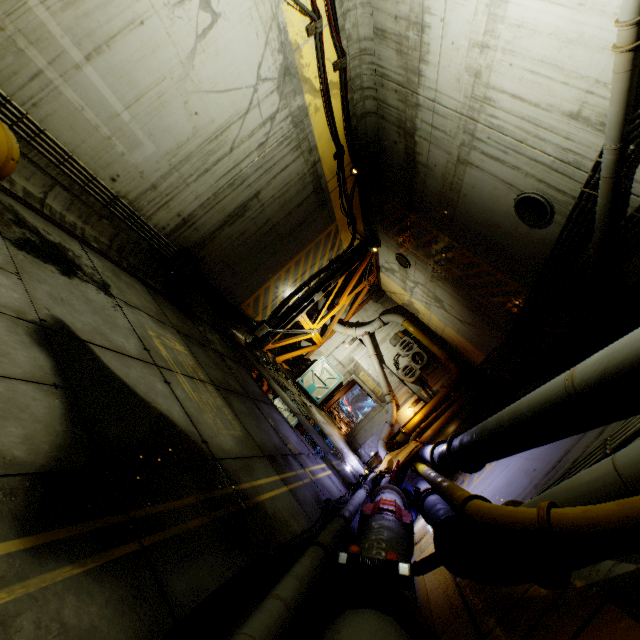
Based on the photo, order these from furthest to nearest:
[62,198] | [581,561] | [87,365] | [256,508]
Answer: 1. [62,198]
2. [256,508]
3. [87,365]
4. [581,561]

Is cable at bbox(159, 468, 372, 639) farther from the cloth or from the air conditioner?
the air conditioner

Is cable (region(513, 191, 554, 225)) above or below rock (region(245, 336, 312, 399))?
above

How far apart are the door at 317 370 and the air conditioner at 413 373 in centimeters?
285cm

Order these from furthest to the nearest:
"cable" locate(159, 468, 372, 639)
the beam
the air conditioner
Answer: the air conditioner
the beam
"cable" locate(159, 468, 372, 639)

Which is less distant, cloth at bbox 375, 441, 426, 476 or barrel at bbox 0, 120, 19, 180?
barrel at bbox 0, 120, 19, 180

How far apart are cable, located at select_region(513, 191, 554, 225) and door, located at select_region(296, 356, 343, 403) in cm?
1140

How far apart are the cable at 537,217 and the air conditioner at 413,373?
9.82m
